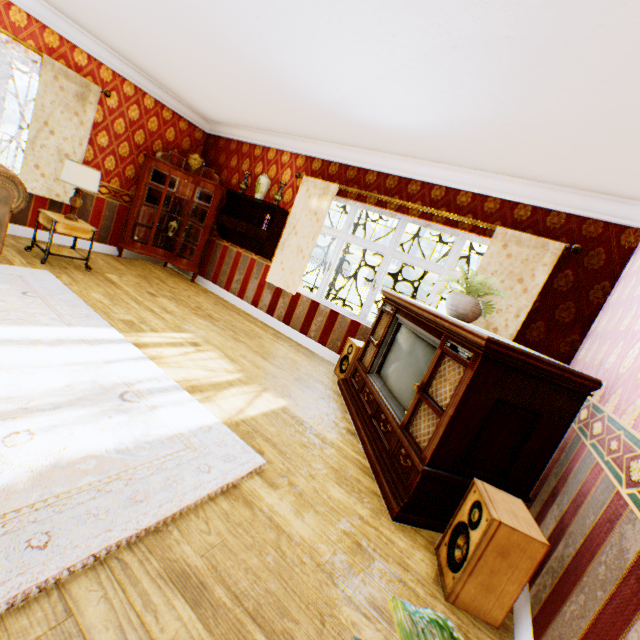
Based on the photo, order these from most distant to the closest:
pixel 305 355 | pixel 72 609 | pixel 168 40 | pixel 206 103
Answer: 1. pixel 206 103
2. pixel 305 355
3. pixel 168 40
4. pixel 72 609

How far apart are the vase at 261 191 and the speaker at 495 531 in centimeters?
529cm

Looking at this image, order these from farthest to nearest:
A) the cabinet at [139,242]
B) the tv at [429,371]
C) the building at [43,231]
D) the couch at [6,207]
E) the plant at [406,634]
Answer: the cabinet at [139,242]
the building at [43,231]
the couch at [6,207]
the tv at [429,371]
the plant at [406,634]

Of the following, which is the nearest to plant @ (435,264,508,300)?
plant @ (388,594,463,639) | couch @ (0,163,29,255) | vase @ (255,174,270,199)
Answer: plant @ (388,594,463,639)

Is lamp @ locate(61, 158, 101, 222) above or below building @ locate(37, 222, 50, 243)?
above

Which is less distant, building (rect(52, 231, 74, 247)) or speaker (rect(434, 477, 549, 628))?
speaker (rect(434, 477, 549, 628))

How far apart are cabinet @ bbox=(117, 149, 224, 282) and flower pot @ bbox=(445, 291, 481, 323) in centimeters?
503cm

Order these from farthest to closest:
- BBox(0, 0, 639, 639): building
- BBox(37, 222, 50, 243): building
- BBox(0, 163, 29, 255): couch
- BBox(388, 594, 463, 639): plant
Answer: BBox(37, 222, 50, 243): building < BBox(0, 163, 29, 255): couch < BBox(0, 0, 639, 639): building < BBox(388, 594, 463, 639): plant
